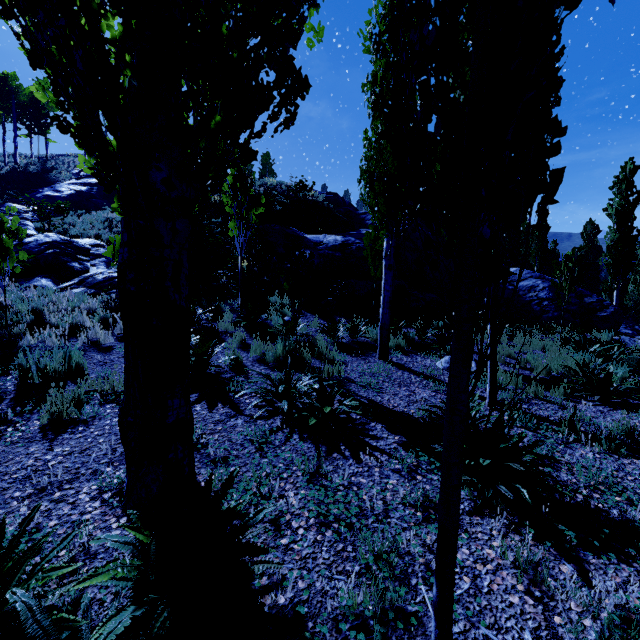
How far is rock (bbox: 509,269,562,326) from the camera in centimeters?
1398cm

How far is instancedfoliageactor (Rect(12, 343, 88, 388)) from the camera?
4.9m

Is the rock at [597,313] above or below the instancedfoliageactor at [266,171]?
below

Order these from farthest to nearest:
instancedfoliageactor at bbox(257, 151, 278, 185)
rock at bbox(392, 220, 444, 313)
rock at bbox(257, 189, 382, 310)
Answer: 1. instancedfoliageactor at bbox(257, 151, 278, 185)
2. rock at bbox(392, 220, 444, 313)
3. rock at bbox(257, 189, 382, 310)

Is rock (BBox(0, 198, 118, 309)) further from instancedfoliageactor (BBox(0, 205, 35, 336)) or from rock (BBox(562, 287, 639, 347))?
rock (BBox(562, 287, 639, 347))

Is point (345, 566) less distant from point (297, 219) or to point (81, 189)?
point (297, 219)

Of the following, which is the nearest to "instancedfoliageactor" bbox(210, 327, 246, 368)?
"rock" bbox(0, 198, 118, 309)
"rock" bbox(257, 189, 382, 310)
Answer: "rock" bbox(257, 189, 382, 310)

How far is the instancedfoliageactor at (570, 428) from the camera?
4.1 meters
